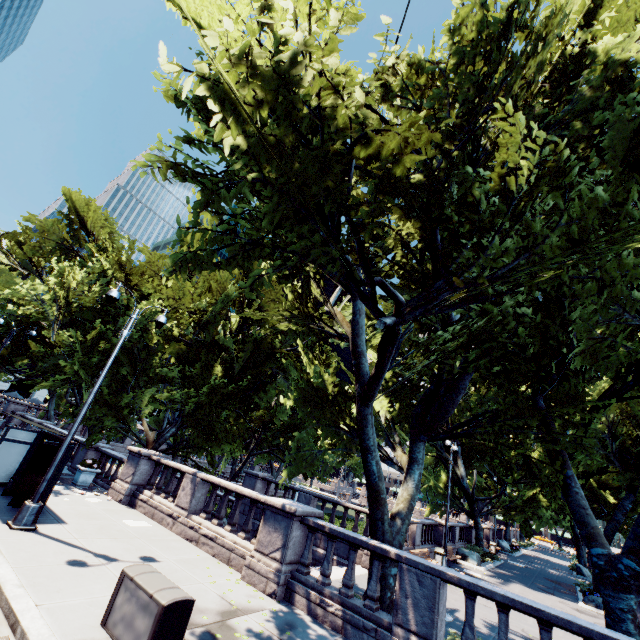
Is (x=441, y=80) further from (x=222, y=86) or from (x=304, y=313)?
(x=304, y=313)

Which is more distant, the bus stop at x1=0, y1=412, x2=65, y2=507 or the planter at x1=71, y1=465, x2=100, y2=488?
the planter at x1=71, y1=465, x2=100, y2=488

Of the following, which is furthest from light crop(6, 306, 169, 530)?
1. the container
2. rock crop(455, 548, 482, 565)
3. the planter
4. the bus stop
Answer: rock crop(455, 548, 482, 565)

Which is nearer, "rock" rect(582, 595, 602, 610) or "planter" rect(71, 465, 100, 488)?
"planter" rect(71, 465, 100, 488)

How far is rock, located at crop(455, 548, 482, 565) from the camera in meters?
22.9

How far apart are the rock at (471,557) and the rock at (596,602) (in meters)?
5.70

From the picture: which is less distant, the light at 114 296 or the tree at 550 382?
the tree at 550 382

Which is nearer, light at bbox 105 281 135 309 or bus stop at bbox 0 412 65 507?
bus stop at bbox 0 412 65 507
